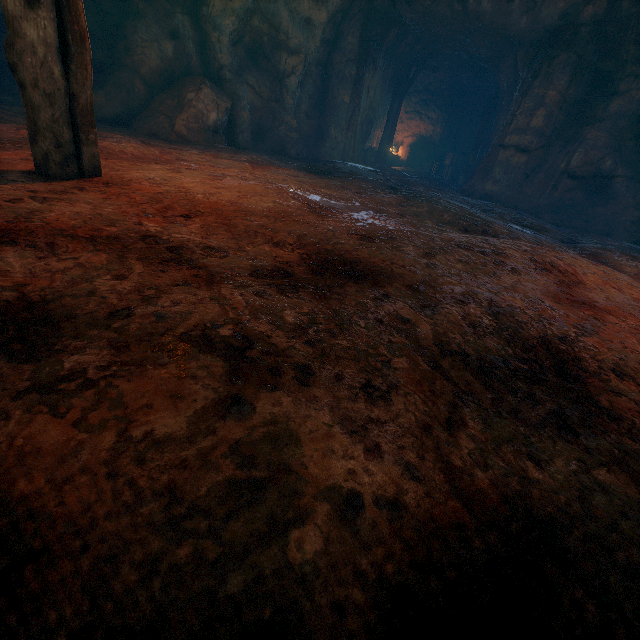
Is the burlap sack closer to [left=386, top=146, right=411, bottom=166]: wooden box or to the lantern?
the lantern

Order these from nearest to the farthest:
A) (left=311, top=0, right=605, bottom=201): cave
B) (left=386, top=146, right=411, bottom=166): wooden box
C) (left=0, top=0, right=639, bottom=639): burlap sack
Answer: (left=0, top=0, right=639, bottom=639): burlap sack → (left=311, top=0, right=605, bottom=201): cave → (left=386, top=146, right=411, bottom=166): wooden box

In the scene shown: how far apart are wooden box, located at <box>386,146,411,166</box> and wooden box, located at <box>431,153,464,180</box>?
1.6 meters

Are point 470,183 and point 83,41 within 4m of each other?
no

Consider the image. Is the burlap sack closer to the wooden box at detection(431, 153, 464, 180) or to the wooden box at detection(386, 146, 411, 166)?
the wooden box at detection(431, 153, 464, 180)

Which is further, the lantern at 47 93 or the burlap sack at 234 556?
the lantern at 47 93

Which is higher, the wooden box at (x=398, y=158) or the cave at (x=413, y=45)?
the cave at (x=413, y=45)

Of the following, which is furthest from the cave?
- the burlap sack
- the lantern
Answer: the lantern
